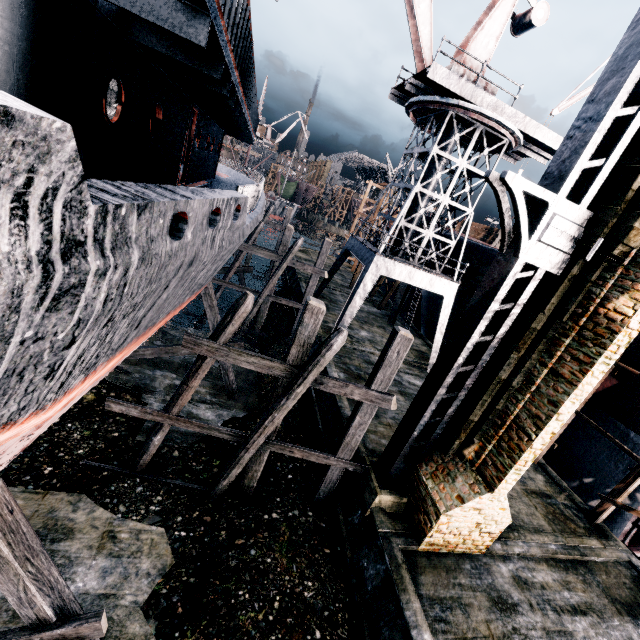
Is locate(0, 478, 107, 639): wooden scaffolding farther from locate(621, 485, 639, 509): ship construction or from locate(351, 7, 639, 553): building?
locate(351, 7, 639, 553): building

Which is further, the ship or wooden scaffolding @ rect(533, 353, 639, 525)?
wooden scaffolding @ rect(533, 353, 639, 525)

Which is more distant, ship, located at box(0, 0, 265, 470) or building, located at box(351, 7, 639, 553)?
building, located at box(351, 7, 639, 553)

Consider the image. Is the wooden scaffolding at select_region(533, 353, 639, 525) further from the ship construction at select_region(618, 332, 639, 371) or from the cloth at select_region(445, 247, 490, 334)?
the cloth at select_region(445, 247, 490, 334)

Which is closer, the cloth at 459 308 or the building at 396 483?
the building at 396 483

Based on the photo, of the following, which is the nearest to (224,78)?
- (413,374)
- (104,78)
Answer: (104,78)

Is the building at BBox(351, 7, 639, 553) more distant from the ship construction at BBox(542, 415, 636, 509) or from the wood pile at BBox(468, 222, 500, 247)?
the wood pile at BBox(468, 222, 500, 247)

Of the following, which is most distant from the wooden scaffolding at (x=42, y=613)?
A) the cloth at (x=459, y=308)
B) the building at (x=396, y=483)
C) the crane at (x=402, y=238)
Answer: the building at (x=396, y=483)
